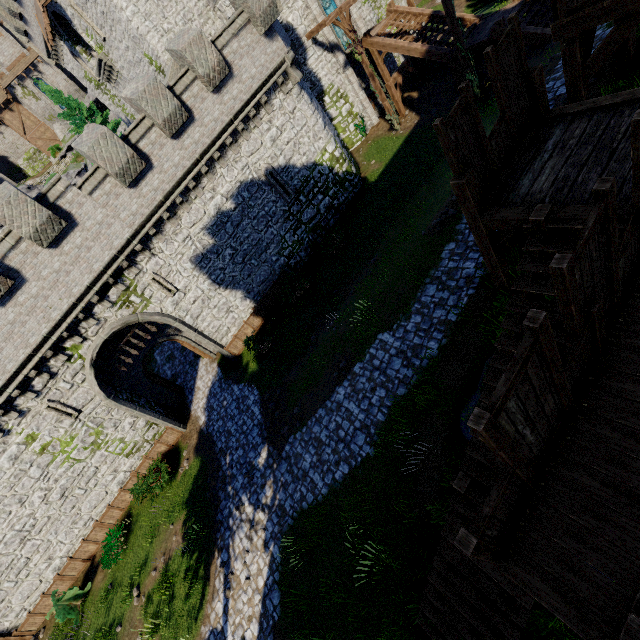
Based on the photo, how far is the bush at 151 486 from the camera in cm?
1605

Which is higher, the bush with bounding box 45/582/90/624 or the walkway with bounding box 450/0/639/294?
the walkway with bounding box 450/0/639/294

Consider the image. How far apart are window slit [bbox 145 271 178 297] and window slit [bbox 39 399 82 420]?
6.7m

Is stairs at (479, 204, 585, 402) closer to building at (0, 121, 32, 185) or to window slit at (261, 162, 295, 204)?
window slit at (261, 162, 295, 204)

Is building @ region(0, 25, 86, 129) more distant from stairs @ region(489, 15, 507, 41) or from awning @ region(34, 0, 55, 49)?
stairs @ region(489, 15, 507, 41)

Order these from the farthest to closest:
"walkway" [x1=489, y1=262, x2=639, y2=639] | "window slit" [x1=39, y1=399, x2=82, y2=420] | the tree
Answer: the tree
"window slit" [x1=39, y1=399, x2=82, y2=420]
"walkway" [x1=489, y1=262, x2=639, y2=639]

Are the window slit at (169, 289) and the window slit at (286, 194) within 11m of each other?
yes

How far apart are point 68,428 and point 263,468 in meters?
9.9 m
